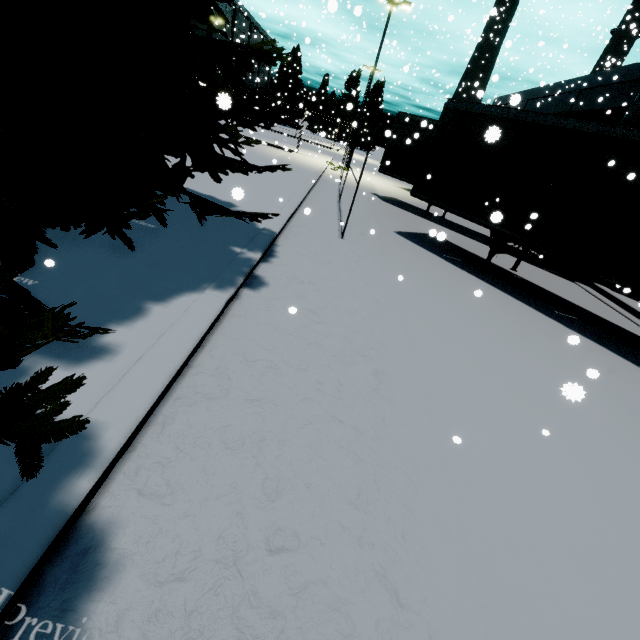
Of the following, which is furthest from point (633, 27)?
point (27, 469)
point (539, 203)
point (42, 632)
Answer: point (42, 632)

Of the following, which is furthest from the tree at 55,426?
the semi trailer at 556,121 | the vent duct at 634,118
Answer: the vent duct at 634,118

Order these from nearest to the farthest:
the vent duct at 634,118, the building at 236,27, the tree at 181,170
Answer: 1. the tree at 181,170
2. the vent duct at 634,118
3. the building at 236,27

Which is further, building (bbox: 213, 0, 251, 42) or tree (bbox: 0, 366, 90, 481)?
building (bbox: 213, 0, 251, 42)

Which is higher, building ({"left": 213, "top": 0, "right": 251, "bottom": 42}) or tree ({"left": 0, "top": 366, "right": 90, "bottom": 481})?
building ({"left": 213, "top": 0, "right": 251, "bottom": 42})

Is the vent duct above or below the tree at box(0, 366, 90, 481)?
above

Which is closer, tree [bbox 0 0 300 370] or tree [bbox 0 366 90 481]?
tree [bbox 0 366 90 481]

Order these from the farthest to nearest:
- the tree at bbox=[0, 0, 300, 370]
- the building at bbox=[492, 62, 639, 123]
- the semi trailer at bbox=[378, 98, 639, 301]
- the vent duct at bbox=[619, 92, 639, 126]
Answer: the building at bbox=[492, 62, 639, 123] < the vent duct at bbox=[619, 92, 639, 126] < the semi trailer at bbox=[378, 98, 639, 301] < the tree at bbox=[0, 0, 300, 370]
